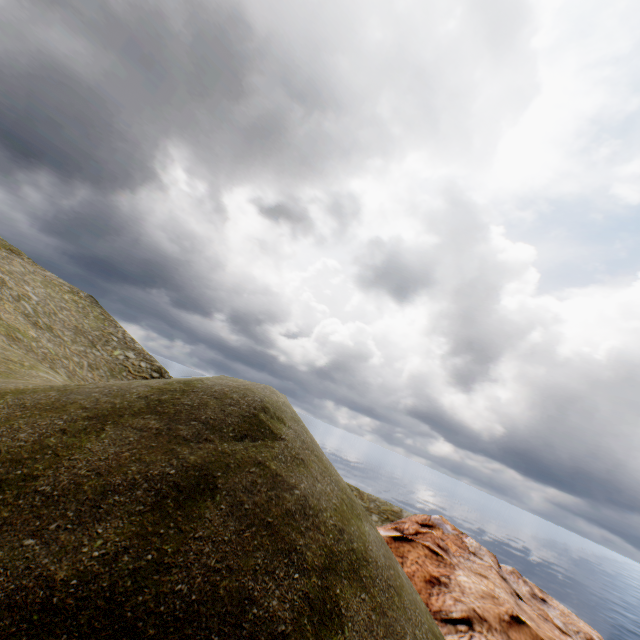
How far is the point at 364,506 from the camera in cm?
2717
